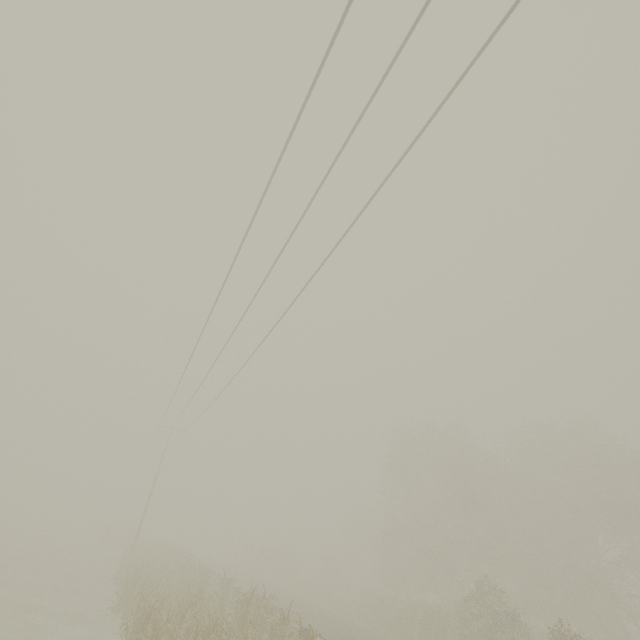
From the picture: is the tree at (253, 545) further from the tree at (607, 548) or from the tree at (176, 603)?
the tree at (176, 603)

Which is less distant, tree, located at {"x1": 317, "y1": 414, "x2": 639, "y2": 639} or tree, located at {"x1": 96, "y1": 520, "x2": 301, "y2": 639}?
tree, located at {"x1": 96, "y1": 520, "x2": 301, "y2": 639}

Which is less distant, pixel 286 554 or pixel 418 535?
pixel 418 535

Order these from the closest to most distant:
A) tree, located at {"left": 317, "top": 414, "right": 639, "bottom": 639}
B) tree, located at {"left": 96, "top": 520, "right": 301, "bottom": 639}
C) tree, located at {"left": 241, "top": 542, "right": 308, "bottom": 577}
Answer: tree, located at {"left": 96, "top": 520, "right": 301, "bottom": 639} → tree, located at {"left": 317, "top": 414, "right": 639, "bottom": 639} → tree, located at {"left": 241, "top": 542, "right": 308, "bottom": 577}

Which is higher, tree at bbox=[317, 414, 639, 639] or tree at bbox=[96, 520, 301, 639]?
tree at bbox=[317, 414, 639, 639]

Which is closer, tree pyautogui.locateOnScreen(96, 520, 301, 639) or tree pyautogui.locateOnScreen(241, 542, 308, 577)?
tree pyautogui.locateOnScreen(96, 520, 301, 639)

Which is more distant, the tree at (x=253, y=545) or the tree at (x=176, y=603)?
the tree at (x=253, y=545)

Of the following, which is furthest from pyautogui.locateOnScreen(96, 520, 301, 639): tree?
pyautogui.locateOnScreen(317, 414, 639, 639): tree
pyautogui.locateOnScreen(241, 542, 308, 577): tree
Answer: pyautogui.locateOnScreen(317, 414, 639, 639): tree
